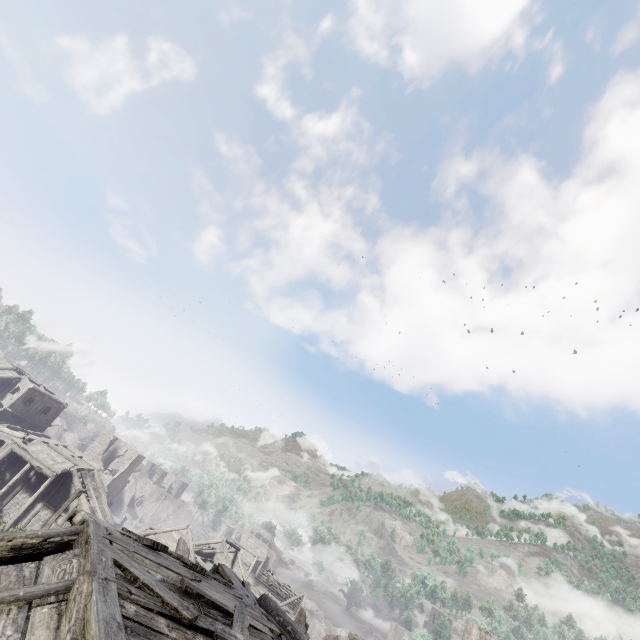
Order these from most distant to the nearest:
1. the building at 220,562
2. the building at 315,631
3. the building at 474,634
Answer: the building at 474,634
the building at 315,631
the building at 220,562

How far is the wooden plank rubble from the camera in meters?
50.4

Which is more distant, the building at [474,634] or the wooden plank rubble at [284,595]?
the wooden plank rubble at [284,595]

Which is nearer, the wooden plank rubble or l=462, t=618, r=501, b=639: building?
l=462, t=618, r=501, b=639: building

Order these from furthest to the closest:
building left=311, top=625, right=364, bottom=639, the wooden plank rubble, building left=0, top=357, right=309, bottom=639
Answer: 1. the wooden plank rubble
2. building left=311, top=625, right=364, bottom=639
3. building left=0, top=357, right=309, bottom=639

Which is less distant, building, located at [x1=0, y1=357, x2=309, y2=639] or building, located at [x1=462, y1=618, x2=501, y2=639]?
building, located at [x1=0, y1=357, x2=309, y2=639]

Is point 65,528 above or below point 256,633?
below
